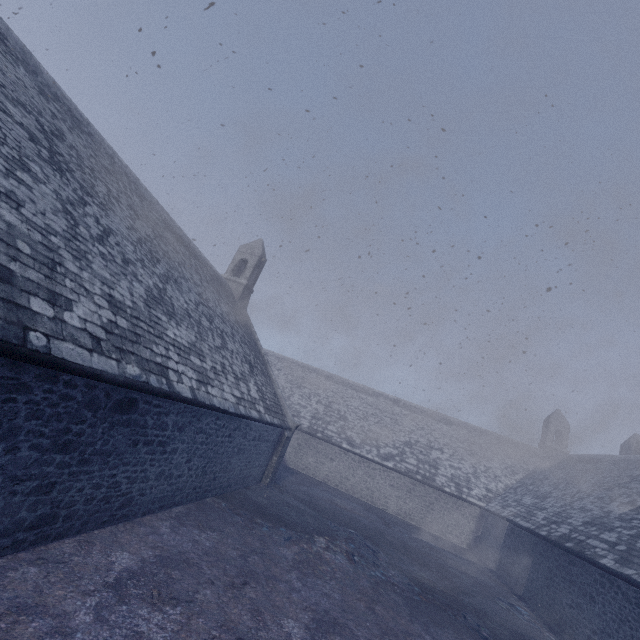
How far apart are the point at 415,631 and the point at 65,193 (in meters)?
12.56
